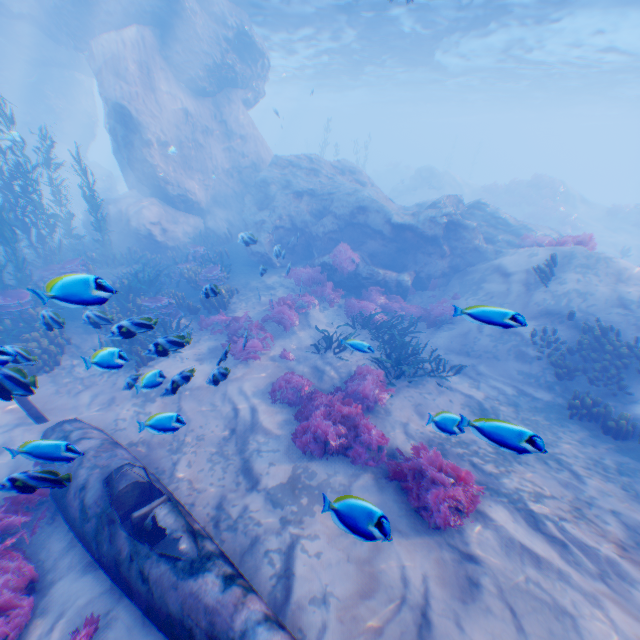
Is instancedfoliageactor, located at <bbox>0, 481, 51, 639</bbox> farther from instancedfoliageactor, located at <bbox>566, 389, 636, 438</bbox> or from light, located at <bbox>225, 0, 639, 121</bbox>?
light, located at <bbox>225, 0, 639, 121</bbox>

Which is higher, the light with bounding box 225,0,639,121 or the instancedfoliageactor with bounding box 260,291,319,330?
the light with bounding box 225,0,639,121

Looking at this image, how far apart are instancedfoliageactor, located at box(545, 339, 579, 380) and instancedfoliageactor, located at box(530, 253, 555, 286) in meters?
1.6

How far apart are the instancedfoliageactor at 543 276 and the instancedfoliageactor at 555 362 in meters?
1.6 m

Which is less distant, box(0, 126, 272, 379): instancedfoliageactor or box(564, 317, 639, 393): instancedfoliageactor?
box(0, 126, 272, 379): instancedfoliageactor

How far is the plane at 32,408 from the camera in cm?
712

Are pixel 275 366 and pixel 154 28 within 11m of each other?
no

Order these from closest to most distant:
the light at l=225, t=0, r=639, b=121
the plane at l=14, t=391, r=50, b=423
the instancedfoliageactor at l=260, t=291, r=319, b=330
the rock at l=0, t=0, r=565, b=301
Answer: the plane at l=14, t=391, r=50, b=423 → the instancedfoliageactor at l=260, t=291, r=319, b=330 → the rock at l=0, t=0, r=565, b=301 → the light at l=225, t=0, r=639, b=121
